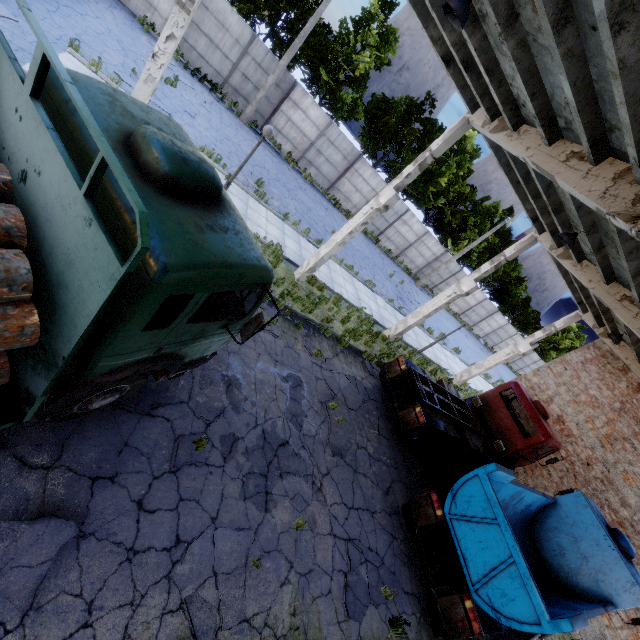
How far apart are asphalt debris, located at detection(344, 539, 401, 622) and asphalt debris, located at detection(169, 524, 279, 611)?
1.7 meters

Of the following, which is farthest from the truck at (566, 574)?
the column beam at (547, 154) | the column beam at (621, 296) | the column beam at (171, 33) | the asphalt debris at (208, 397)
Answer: the column beam at (171, 33)

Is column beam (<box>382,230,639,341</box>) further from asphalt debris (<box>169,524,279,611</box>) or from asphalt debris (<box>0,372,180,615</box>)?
asphalt debris (<box>0,372,180,615</box>)

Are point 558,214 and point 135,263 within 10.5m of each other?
no

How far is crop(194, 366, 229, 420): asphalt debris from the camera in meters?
6.5

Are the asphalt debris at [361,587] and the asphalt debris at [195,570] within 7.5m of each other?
yes

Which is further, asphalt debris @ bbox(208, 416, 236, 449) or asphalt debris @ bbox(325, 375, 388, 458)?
asphalt debris @ bbox(325, 375, 388, 458)

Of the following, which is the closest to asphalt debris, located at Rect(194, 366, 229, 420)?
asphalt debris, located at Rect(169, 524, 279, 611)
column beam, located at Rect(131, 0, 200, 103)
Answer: asphalt debris, located at Rect(169, 524, 279, 611)
